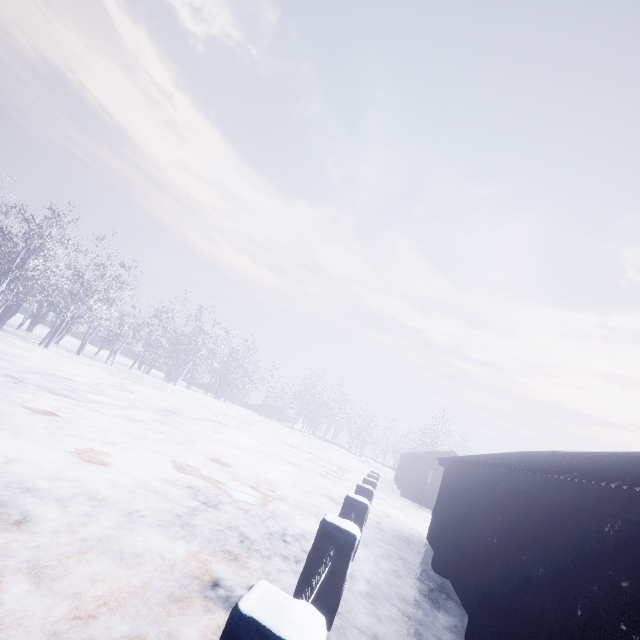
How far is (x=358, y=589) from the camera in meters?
4.6 m
